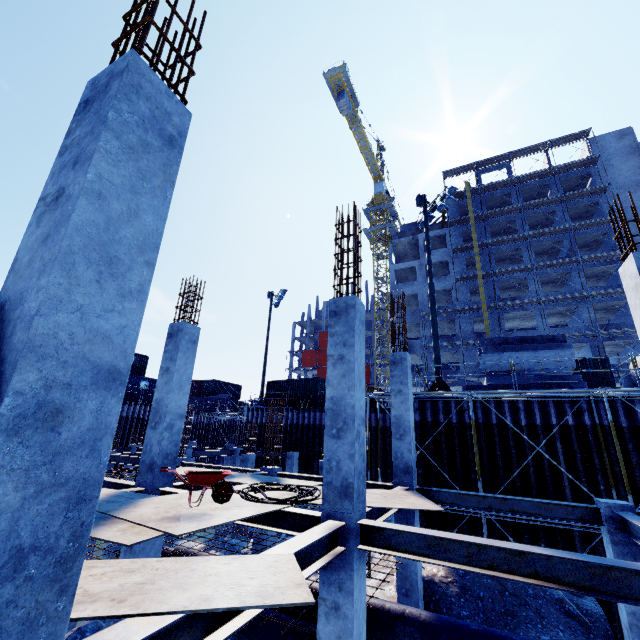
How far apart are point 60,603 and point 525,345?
19.2 meters

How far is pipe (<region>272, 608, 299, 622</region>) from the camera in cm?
738

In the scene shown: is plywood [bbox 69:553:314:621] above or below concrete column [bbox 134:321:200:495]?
below

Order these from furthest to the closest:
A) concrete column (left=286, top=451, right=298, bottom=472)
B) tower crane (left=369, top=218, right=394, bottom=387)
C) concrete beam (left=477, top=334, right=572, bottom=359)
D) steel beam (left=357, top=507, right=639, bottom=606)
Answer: tower crane (left=369, top=218, right=394, bottom=387)
concrete column (left=286, top=451, right=298, bottom=472)
concrete beam (left=477, top=334, right=572, bottom=359)
steel beam (left=357, top=507, right=639, bottom=606)

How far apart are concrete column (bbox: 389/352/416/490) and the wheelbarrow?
5.56m

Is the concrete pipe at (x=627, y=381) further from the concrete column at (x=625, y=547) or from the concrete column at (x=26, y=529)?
the concrete column at (x=26, y=529)

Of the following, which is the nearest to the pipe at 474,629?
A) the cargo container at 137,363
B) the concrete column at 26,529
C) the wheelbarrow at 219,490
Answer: the wheelbarrow at 219,490

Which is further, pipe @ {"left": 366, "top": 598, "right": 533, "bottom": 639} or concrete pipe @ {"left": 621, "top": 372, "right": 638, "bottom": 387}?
concrete pipe @ {"left": 621, "top": 372, "right": 638, "bottom": 387}
